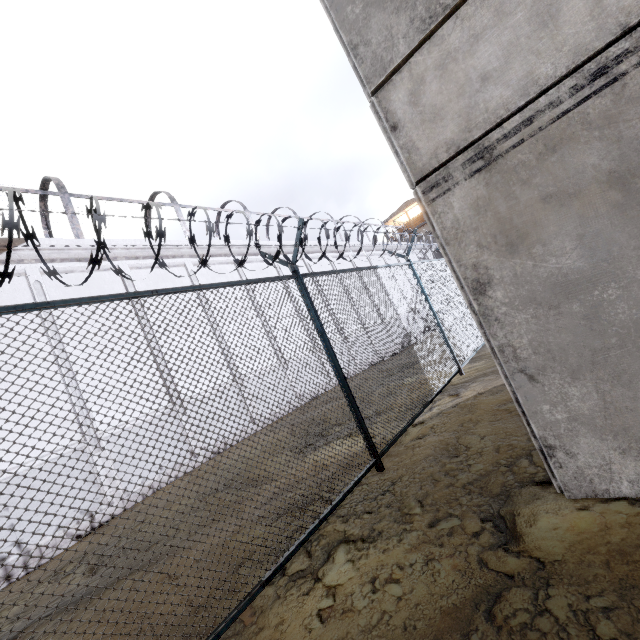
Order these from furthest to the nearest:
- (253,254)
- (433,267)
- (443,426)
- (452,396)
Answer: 1. (253,254)
2. (433,267)
3. (452,396)
4. (443,426)
